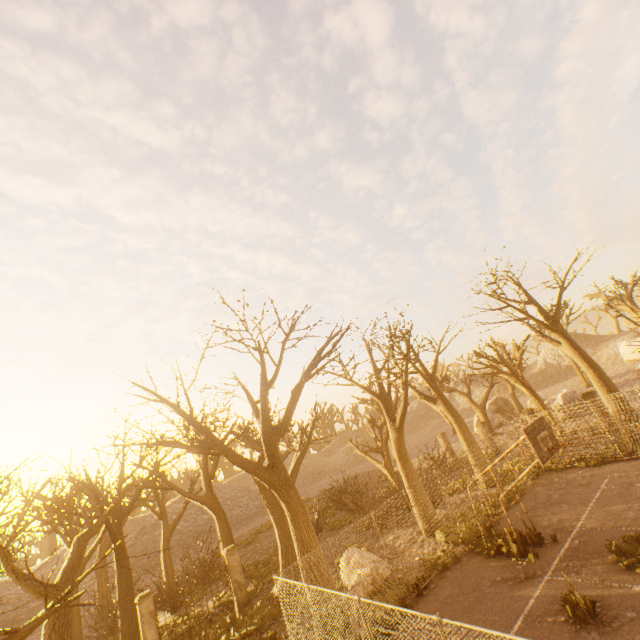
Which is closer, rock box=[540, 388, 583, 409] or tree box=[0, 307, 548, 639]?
tree box=[0, 307, 548, 639]

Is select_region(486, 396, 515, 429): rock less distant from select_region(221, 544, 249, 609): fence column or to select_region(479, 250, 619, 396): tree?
select_region(479, 250, 619, 396): tree

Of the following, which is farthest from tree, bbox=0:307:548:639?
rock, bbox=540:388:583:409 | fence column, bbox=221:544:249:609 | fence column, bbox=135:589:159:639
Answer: rock, bbox=540:388:583:409

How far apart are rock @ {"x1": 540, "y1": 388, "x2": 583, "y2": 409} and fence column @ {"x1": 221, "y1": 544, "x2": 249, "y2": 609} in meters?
27.0

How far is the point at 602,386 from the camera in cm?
1772

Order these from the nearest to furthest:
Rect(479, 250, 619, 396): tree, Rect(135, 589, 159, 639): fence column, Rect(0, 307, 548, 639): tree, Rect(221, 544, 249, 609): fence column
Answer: Rect(0, 307, 548, 639): tree
Rect(135, 589, 159, 639): fence column
Rect(221, 544, 249, 609): fence column
Rect(479, 250, 619, 396): tree

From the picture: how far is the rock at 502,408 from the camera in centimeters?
3705cm

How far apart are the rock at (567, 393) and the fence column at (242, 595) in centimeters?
2698cm
